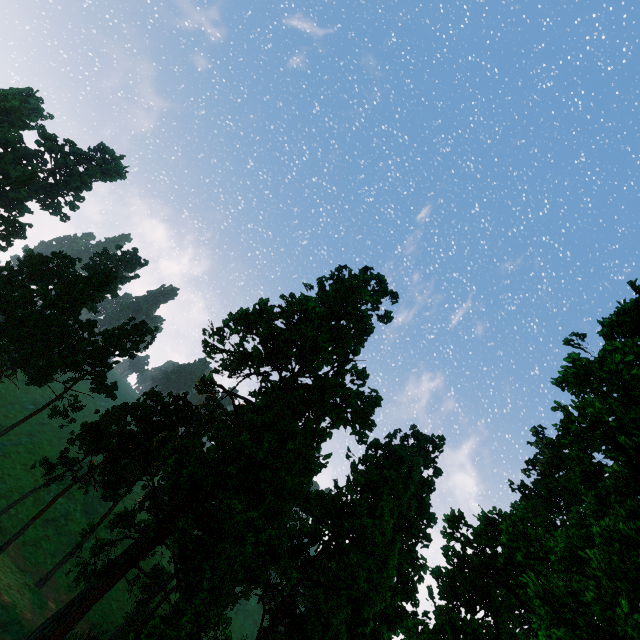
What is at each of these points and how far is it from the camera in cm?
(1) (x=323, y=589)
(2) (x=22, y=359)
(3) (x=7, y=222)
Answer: (1) treerock, 3328
(2) treerock, 4828
(3) treerock, 5859

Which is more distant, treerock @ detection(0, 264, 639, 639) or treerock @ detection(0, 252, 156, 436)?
treerock @ detection(0, 252, 156, 436)

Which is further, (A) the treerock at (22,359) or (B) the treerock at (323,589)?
(A) the treerock at (22,359)

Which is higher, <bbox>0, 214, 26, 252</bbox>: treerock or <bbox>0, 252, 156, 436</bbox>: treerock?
<bbox>0, 214, 26, 252</bbox>: treerock

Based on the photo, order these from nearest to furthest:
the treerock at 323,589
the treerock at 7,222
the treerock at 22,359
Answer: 1. the treerock at 323,589
2. the treerock at 22,359
3. the treerock at 7,222

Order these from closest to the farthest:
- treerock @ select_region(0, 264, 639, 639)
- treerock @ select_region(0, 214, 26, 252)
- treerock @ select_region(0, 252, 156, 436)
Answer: treerock @ select_region(0, 264, 639, 639) → treerock @ select_region(0, 252, 156, 436) → treerock @ select_region(0, 214, 26, 252)
